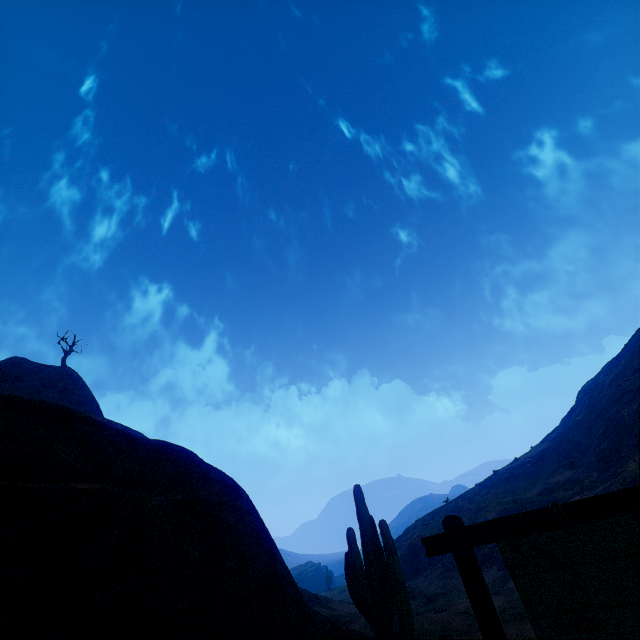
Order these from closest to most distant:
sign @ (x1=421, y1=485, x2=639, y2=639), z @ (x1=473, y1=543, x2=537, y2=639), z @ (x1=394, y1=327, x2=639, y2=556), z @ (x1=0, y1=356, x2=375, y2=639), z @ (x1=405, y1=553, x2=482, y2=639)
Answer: sign @ (x1=421, y1=485, x2=639, y2=639)
z @ (x1=0, y1=356, x2=375, y2=639)
z @ (x1=473, y1=543, x2=537, y2=639)
z @ (x1=405, y1=553, x2=482, y2=639)
z @ (x1=394, y1=327, x2=639, y2=556)

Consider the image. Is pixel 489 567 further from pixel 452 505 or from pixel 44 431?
pixel 44 431

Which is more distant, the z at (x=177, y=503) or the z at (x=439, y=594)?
the z at (x=439, y=594)

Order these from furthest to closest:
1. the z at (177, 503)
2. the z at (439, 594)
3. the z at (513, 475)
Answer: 1. the z at (513, 475)
2. the z at (439, 594)
3. the z at (177, 503)

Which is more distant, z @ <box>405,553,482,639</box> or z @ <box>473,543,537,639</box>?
z @ <box>405,553,482,639</box>

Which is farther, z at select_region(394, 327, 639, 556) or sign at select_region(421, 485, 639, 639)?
z at select_region(394, 327, 639, 556)

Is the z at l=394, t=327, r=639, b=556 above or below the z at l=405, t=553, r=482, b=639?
above
